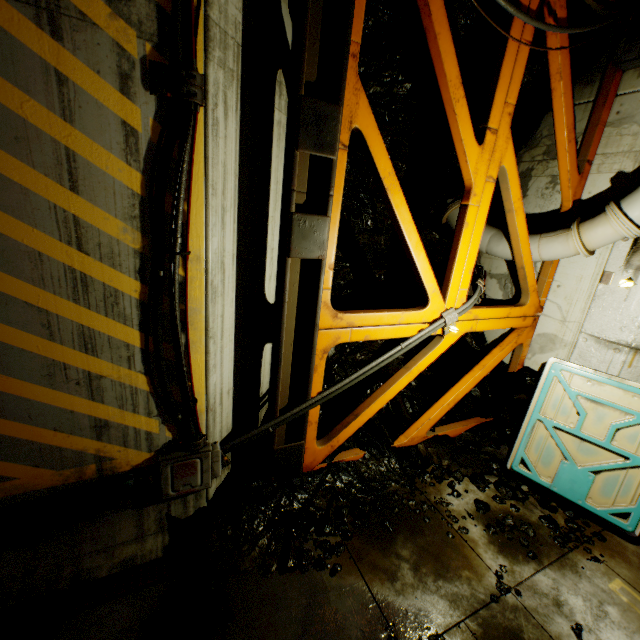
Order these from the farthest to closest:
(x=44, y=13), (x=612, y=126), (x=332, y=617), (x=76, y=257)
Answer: (x=612, y=126), (x=332, y=617), (x=76, y=257), (x=44, y=13)

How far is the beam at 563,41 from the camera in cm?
411

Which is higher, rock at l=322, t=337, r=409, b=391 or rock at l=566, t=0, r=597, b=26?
rock at l=566, t=0, r=597, b=26

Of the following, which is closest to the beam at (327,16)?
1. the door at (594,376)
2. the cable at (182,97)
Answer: the cable at (182,97)

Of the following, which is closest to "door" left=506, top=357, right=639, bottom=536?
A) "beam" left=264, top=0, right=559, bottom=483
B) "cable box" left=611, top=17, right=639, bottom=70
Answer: "beam" left=264, top=0, right=559, bottom=483

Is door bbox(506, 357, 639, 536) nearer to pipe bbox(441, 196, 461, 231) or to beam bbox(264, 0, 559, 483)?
beam bbox(264, 0, 559, 483)

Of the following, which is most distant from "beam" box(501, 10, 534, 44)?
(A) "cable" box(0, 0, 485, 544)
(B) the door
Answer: (B) the door
